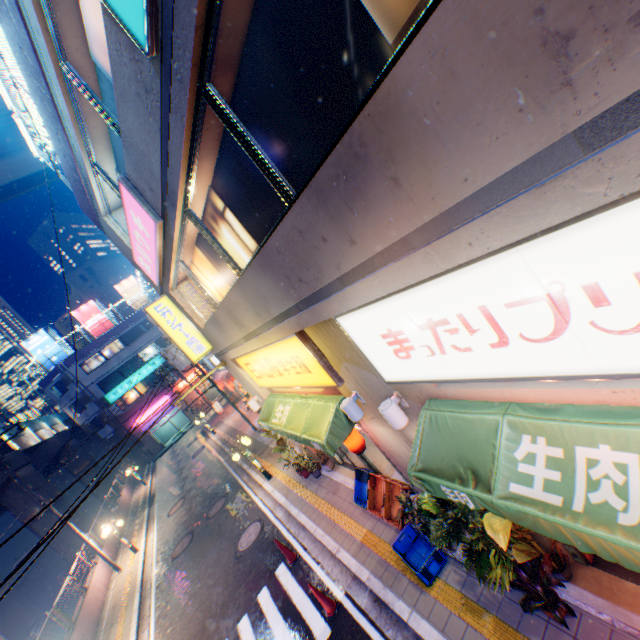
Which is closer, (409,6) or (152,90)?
(409,6)

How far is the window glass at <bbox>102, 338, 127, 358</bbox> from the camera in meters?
40.3 m

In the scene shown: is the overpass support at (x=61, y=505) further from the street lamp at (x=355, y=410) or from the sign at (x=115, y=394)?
the street lamp at (x=355, y=410)

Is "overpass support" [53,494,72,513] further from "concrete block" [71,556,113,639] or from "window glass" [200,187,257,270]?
"window glass" [200,187,257,270]

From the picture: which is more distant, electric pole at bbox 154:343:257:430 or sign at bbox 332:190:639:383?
electric pole at bbox 154:343:257:430

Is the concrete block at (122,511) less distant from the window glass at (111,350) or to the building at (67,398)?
the building at (67,398)

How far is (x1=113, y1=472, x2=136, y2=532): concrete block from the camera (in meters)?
22.94

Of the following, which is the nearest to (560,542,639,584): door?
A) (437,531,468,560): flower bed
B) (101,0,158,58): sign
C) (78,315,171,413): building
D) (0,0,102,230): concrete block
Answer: (437,531,468,560): flower bed
